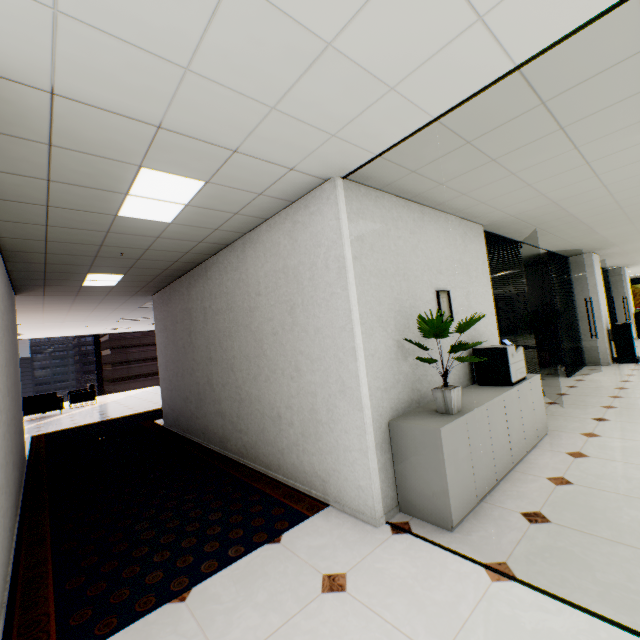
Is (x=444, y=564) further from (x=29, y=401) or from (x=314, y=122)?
(x=29, y=401)

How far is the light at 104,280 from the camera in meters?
5.2

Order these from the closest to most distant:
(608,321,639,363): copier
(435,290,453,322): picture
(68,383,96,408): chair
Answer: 1. (435,290,453,322): picture
2. (608,321,639,363): copier
3. (68,383,96,408): chair

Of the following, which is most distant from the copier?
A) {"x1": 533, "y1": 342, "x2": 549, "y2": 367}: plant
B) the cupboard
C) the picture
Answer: the picture

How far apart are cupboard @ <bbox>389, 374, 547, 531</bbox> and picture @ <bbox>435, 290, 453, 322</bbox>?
0.83m

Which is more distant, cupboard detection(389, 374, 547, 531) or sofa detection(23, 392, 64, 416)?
sofa detection(23, 392, 64, 416)

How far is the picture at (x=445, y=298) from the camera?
3.7 meters

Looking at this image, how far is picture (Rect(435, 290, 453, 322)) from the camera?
3.7 meters
